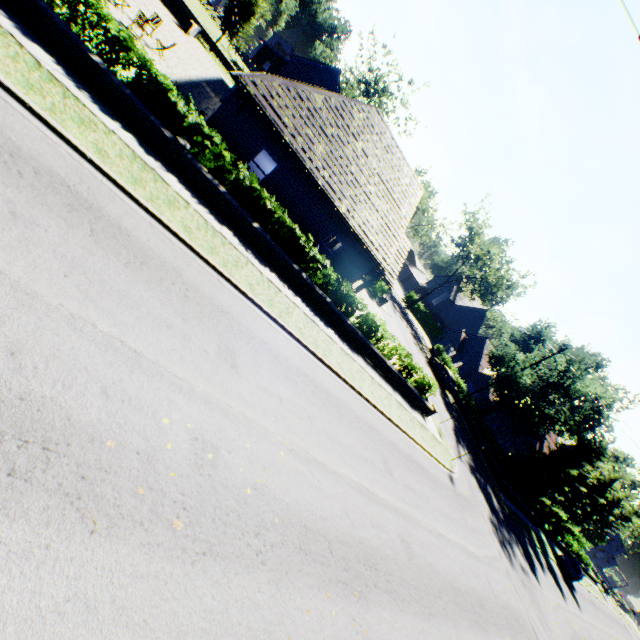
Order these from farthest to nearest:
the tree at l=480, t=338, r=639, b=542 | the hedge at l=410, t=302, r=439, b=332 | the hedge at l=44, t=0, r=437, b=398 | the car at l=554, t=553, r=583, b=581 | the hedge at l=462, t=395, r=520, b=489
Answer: the hedge at l=410, t=302, r=439, b=332 → the car at l=554, t=553, r=583, b=581 → the hedge at l=462, t=395, r=520, b=489 → the tree at l=480, t=338, r=639, b=542 → the hedge at l=44, t=0, r=437, b=398

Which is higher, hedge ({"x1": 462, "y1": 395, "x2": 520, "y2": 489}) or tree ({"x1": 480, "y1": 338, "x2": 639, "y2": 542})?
tree ({"x1": 480, "y1": 338, "x2": 639, "y2": 542})

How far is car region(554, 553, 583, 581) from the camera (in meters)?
32.97

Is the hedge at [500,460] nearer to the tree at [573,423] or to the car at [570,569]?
the tree at [573,423]

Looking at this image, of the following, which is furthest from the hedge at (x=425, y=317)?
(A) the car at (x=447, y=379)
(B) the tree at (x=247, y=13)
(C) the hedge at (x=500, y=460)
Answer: (C) the hedge at (x=500, y=460)

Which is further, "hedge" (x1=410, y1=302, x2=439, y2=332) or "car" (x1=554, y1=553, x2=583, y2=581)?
"hedge" (x1=410, y1=302, x2=439, y2=332)

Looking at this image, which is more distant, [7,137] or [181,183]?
[181,183]

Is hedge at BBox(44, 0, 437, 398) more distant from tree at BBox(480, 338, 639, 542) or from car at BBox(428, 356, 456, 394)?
car at BBox(428, 356, 456, 394)
